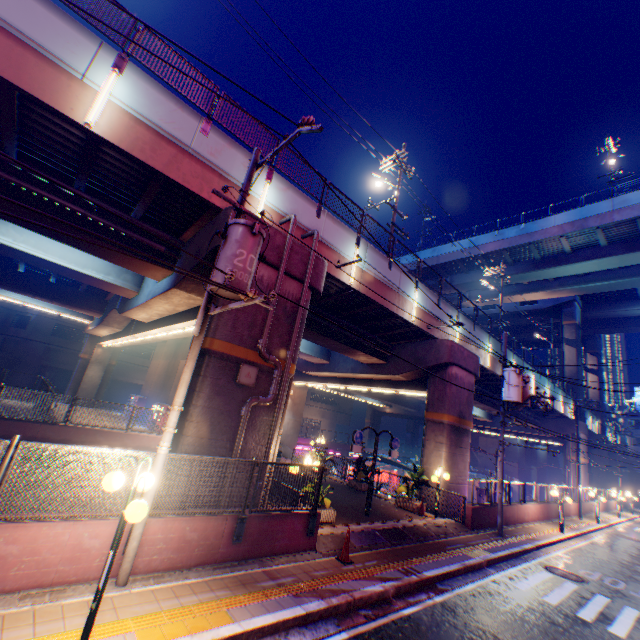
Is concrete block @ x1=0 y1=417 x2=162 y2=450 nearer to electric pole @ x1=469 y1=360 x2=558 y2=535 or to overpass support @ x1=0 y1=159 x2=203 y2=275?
overpass support @ x1=0 y1=159 x2=203 y2=275

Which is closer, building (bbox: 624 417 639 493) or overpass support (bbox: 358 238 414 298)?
overpass support (bbox: 358 238 414 298)

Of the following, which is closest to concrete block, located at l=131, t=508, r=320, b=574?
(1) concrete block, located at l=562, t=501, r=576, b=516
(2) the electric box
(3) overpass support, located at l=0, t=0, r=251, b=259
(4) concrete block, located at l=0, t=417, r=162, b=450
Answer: (3) overpass support, located at l=0, t=0, r=251, b=259

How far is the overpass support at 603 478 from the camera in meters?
37.2 m

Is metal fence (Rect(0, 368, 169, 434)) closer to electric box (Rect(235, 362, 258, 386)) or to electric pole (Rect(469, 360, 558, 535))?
electric pole (Rect(469, 360, 558, 535))

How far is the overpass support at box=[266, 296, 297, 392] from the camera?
→ 10.4 meters

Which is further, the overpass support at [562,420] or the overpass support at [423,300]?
the overpass support at [562,420]

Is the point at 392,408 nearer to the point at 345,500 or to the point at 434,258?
the point at 434,258
